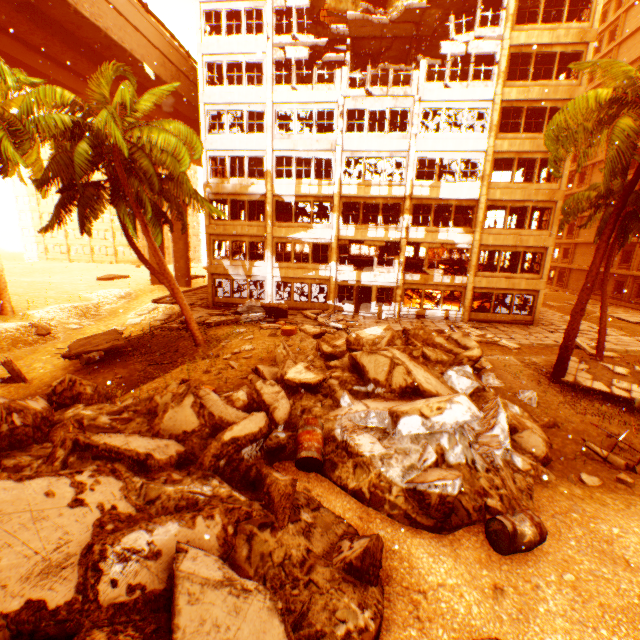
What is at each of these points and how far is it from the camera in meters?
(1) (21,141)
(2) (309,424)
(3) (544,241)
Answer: (1) rubble, 10.5
(2) metal barrel, 6.5
(3) wall corner piece, 22.1

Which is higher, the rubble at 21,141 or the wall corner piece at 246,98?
the wall corner piece at 246,98

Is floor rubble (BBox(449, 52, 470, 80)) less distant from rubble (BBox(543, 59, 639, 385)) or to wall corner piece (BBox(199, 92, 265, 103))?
wall corner piece (BBox(199, 92, 265, 103))

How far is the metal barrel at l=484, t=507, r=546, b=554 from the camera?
5.2 meters

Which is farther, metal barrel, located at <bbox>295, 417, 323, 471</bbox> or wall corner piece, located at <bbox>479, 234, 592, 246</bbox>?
wall corner piece, located at <bbox>479, 234, 592, 246</bbox>

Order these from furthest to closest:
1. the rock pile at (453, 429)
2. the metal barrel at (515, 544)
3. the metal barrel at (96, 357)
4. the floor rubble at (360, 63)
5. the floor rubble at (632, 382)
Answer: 1. the floor rubble at (360, 63)
2. the metal barrel at (96, 357)
3. the floor rubble at (632, 382)
4. the metal barrel at (515, 544)
5. the rock pile at (453, 429)

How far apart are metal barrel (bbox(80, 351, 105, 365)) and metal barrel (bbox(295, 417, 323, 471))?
13.7m

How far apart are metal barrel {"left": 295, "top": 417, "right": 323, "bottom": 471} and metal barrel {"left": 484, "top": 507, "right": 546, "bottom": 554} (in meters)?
2.93
